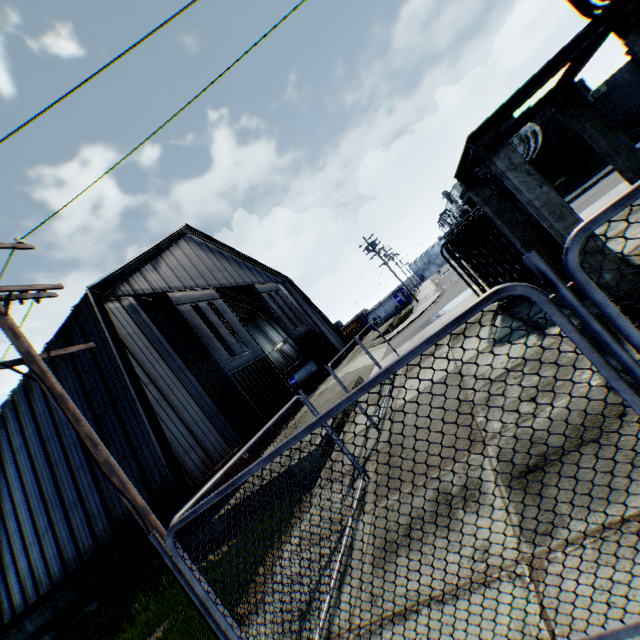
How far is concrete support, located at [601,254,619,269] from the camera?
4.55m

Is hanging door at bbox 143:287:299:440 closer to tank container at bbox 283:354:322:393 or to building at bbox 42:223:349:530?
building at bbox 42:223:349:530

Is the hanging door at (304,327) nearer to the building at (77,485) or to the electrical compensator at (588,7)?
the building at (77,485)

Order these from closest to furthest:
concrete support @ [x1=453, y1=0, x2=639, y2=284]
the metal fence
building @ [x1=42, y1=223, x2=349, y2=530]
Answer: the metal fence → concrete support @ [x1=453, y1=0, x2=639, y2=284] → building @ [x1=42, y1=223, x2=349, y2=530]

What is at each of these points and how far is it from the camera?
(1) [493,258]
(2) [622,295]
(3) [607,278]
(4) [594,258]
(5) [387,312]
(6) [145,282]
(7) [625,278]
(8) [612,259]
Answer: (1) electrical compensator, 8.9 meters
(2) concrete support, 4.6 meters
(3) concrete support, 4.6 meters
(4) concrete support, 4.6 meters
(5) tank container, 45.8 meters
(6) building, 18.2 meters
(7) concrete support, 4.5 meters
(8) concrete support, 4.6 meters

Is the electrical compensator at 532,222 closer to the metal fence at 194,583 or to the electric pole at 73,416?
the metal fence at 194,583

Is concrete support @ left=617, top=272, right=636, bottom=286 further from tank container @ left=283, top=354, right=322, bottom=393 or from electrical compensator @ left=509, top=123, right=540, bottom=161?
tank container @ left=283, top=354, right=322, bottom=393

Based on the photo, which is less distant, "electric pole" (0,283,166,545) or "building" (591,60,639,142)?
"electric pole" (0,283,166,545)
